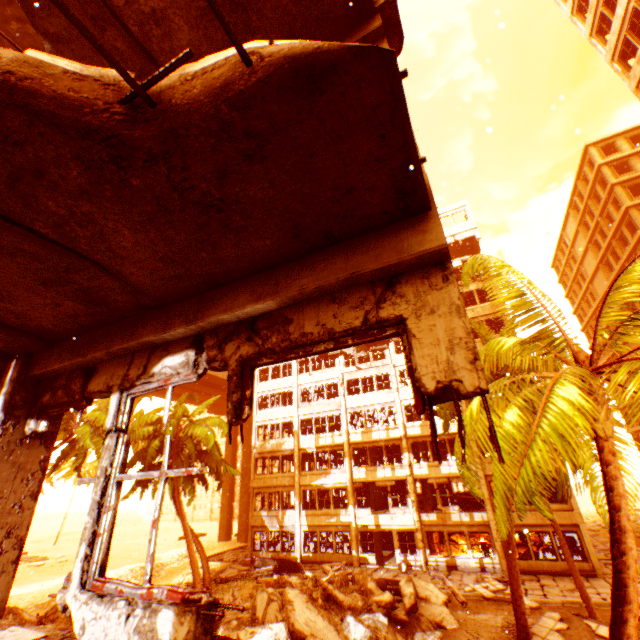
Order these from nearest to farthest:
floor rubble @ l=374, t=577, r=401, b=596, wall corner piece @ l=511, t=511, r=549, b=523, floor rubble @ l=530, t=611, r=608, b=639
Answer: floor rubble @ l=530, t=611, r=608, b=639
floor rubble @ l=374, t=577, r=401, b=596
wall corner piece @ l=511, t=511, r=549, b=523

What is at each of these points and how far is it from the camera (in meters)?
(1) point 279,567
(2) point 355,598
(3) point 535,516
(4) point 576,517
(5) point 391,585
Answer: (1) floor rubble, 22.33
(2) rock pile, 12.23
(3) wall corner piece, 20.73
(4) wall corner piece, 19.89
(5) floor rubble, 15.14

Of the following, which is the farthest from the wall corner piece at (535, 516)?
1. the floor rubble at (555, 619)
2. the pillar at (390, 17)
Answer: the pillar at (390, 17)

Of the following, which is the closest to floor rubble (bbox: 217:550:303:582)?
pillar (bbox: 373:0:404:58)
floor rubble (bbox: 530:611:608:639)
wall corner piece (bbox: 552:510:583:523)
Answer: wall corner piece (bbox: 552:510:583:523)

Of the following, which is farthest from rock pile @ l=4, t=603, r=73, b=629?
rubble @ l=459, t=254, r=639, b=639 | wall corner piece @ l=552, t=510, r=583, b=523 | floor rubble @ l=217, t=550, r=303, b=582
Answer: floor rubble @ l=217, t=550, r=303, b=582

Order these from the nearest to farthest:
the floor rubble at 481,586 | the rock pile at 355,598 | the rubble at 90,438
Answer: the rock pile at 355,598, the floor rubble at 481,586, the rubble at 90,438

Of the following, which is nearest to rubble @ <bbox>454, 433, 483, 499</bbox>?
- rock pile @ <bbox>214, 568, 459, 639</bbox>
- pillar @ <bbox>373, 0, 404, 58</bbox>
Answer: rock pile @ <bbox>214, 568, 459, 639</bbox>

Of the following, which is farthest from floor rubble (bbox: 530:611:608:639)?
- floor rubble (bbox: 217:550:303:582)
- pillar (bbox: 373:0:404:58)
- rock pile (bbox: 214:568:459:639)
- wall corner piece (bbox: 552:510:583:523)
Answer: pillar (bbox: 373:0:404:58)
